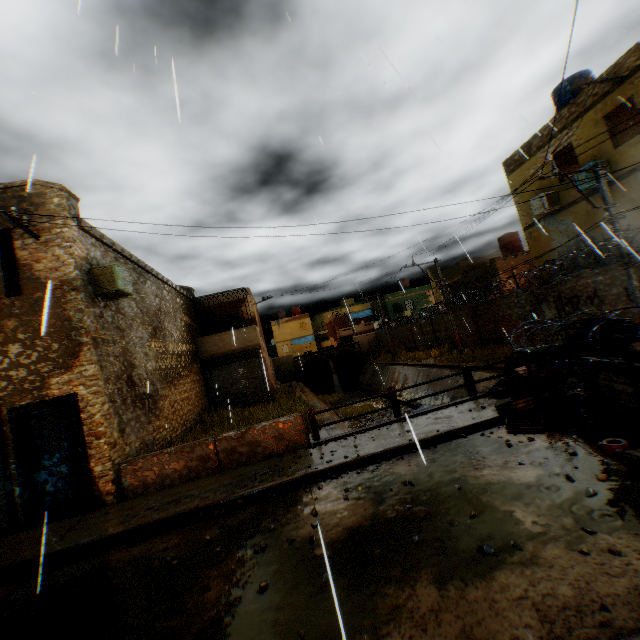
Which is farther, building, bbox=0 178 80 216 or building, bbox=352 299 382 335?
building, bbox=352 299 382 335

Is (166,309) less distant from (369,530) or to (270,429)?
(270,429)

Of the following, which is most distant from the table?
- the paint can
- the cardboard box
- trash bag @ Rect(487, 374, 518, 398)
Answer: the cardboard box

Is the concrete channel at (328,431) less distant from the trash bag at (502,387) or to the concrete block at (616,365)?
the concrete block at (616,365)

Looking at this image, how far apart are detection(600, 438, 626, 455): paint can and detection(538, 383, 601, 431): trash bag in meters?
0.7 m

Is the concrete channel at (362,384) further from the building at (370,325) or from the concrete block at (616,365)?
the concrete block at (616,365)

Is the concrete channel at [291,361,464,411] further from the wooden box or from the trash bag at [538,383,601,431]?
the wooden box

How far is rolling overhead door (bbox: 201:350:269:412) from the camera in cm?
1864
